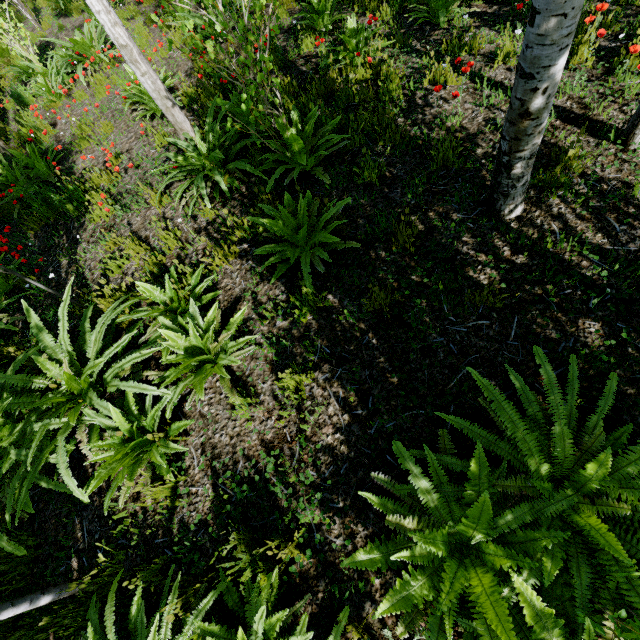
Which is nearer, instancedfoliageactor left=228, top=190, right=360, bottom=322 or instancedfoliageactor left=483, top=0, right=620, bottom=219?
instancedfoliageactor left=483, top=0, right=620, bottom=219

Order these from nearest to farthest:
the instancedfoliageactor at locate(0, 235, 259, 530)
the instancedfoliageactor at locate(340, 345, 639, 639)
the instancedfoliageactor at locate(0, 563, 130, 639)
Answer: the instancedfoliageactor at locate(340, 345, 639, 639)
the instancedfoliageactor at locate(0, 563, 130, 639)
the instancedfoliageactor at locate(0, 235, 259, 530)

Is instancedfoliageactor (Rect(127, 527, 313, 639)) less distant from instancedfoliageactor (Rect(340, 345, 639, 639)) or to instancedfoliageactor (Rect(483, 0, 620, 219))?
instancedfoliageactor (Rect(340, 345, 639, 639))

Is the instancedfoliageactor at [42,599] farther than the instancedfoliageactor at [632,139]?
No

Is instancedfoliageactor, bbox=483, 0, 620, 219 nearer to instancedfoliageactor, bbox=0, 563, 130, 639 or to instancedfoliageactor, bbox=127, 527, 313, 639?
instancedfoliageactor, bbox=127, 527, 313, 639

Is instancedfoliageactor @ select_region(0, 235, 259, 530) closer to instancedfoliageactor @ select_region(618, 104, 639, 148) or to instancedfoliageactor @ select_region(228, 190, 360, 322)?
instancedfoliageactor @ select_region(228, 190, 360, 322)

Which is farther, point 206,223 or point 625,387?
point 206,223

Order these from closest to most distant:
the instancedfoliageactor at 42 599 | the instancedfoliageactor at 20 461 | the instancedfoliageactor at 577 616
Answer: the instancedfoliageactor at 577 616 < the instancedfoliageactor at 42 599 < the instancedfoliageactor at 20 461
